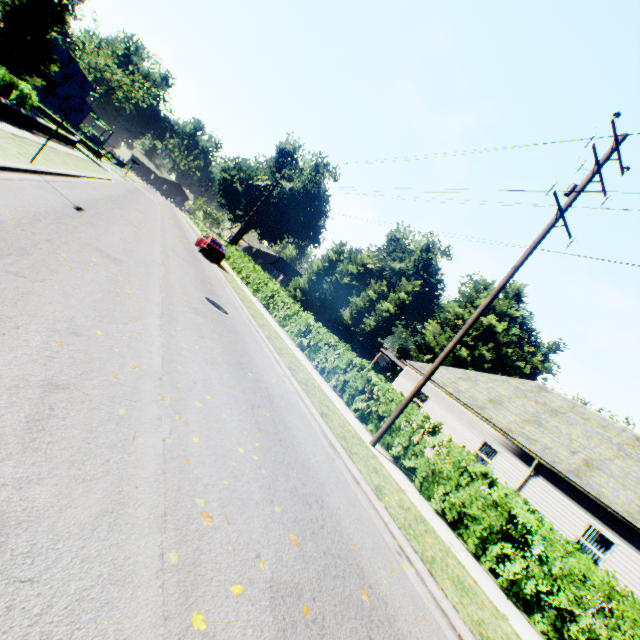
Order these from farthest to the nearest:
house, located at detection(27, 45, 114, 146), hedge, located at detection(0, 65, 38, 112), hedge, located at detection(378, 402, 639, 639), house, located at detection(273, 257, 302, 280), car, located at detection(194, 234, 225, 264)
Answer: house, located at detection(273, 257, 302, 280) < house, located at detection(27, 45, 114, 146) < car, located at detection(194, 234, 225, 264) < hedge, located at detection(0, 65, 38, 112) < hedge, located at detection(378, 402, 639, 639)

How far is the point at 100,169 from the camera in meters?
26.6

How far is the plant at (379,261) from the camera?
56.0m

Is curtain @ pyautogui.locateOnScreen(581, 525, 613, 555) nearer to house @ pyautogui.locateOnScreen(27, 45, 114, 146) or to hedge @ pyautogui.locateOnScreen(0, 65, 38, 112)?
hedge @ pyautogui.locateOnScreen(0, 65, 38, 112)

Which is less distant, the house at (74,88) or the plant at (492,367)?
the plant at (492,367)

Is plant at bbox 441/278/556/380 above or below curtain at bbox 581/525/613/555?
above

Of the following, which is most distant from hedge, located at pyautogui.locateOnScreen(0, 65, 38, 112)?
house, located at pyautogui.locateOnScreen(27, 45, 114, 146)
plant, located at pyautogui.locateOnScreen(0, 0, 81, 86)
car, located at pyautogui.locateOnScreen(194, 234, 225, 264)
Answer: house, located at pyautogui.locateOnScreen(27, 45, 114, 146)

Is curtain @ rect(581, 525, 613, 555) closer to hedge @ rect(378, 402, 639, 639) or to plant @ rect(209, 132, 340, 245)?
hedge @ rect(378, 402, 639, 639)
